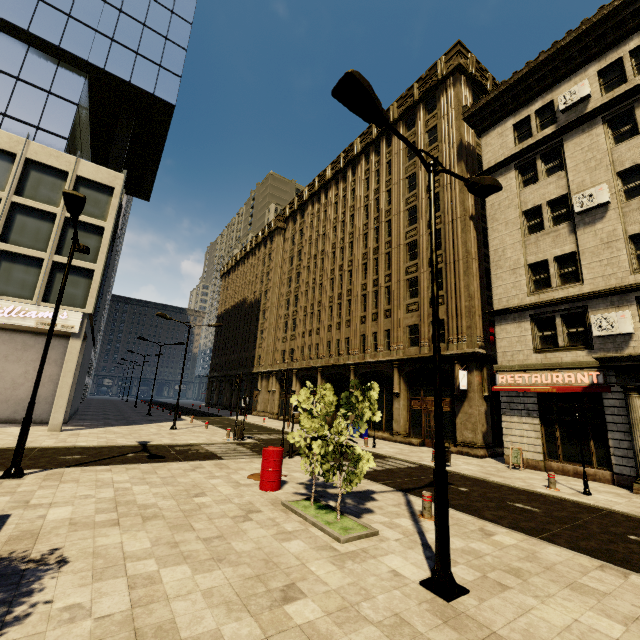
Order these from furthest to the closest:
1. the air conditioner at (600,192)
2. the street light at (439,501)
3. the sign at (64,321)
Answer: the sign at (64,321) → the air conditioner at (600,192) → the street light at (439,501)

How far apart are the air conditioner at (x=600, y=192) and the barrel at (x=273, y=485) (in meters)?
16.99

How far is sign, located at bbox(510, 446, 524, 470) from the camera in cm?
1484

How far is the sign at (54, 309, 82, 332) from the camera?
18.91m

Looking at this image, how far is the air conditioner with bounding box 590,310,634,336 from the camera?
13.02m

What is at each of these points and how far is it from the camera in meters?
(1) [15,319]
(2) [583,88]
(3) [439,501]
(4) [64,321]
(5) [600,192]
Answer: (1) sign, 17.9
(2) air conditioner, 16.0
(3) street light, 5.0
(4) sign, 19.1
(5) air conditioner, 14.6

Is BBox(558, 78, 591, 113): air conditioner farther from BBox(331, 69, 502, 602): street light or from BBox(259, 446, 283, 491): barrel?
BBox(259, 446, 283, 491): barrel

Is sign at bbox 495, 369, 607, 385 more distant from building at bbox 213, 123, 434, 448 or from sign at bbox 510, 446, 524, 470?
sign at bbox 510, 446, 524, 470
